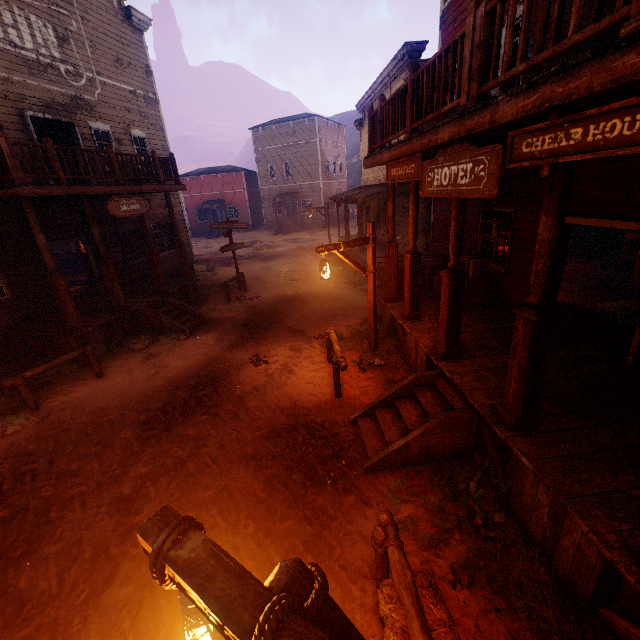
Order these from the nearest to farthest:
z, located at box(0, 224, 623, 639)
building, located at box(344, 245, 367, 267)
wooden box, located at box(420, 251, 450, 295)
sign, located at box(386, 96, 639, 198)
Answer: sign, located at box(386, 96, 639, 198) < z, located at box(0, 224, 623, 639) < wooden box, located at box(420, 251, 450, 295) < building, located at box(344, 245, 367, 267)

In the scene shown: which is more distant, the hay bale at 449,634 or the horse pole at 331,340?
the horse pole at 331,340

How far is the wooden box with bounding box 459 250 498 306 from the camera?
8.3m

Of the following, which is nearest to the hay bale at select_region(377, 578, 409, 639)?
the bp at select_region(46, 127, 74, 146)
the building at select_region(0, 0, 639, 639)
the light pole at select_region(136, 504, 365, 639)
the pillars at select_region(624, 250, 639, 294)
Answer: the light pole at select_region(136, 504, 365, 639)

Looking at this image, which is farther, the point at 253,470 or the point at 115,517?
the point at 253,470

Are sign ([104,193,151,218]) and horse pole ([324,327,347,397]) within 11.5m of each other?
yes

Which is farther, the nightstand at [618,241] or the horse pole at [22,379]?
the nightstand at [618,241]

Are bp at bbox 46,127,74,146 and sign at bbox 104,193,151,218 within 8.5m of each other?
yes
